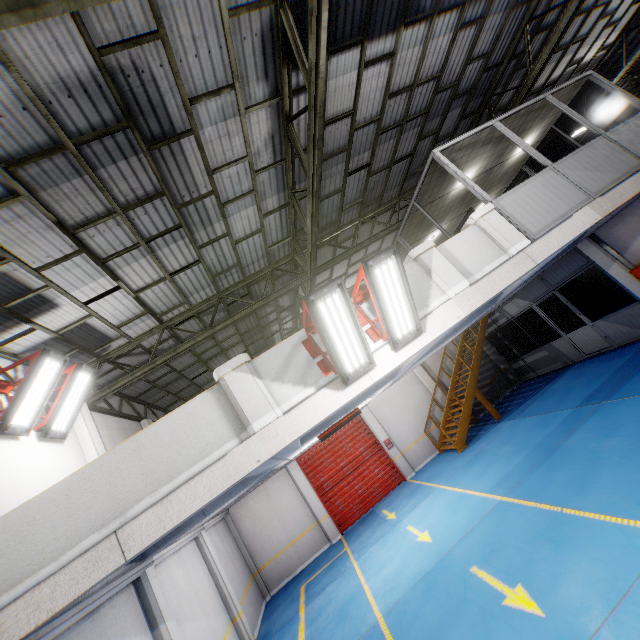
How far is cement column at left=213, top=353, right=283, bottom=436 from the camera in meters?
4.7 m

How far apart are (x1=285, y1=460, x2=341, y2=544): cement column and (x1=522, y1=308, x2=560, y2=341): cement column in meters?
15.3 m

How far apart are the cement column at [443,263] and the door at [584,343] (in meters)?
10.32

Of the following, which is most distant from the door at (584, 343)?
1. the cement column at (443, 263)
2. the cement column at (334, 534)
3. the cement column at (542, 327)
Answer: the cement column at (334, 534)

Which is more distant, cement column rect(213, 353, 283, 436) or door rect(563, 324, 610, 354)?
door rect(563, 324, 610, 354)

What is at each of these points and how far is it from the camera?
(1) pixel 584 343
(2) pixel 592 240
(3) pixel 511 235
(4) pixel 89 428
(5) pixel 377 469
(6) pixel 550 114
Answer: (1) door, 13.20m
(2) cement column, 10.91m
(3) cement column, 6.31m
(4) cement column, 8.01m
(5) door, 15.43m
(6) cieling, 9.43m

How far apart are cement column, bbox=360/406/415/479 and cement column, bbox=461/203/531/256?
11.3 meters

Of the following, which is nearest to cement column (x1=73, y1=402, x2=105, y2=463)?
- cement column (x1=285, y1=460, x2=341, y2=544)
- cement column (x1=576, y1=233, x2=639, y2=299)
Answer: cement column (x1=285, y1=460, x2=341, y2=544)
